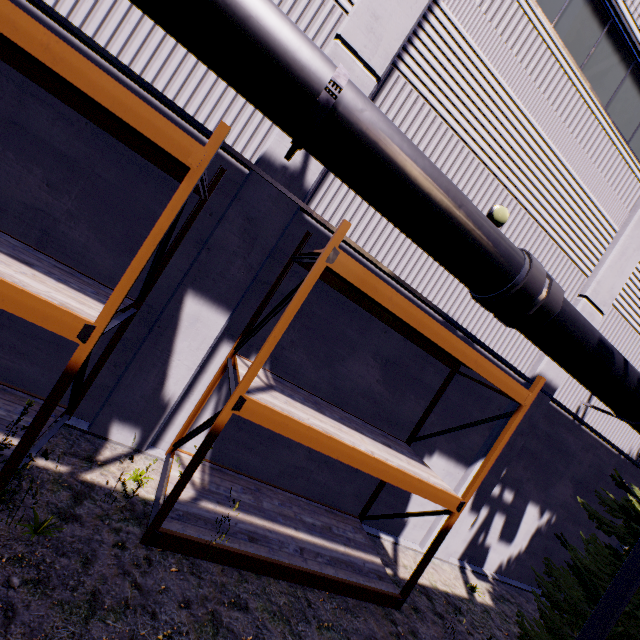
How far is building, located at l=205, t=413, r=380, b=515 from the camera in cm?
615

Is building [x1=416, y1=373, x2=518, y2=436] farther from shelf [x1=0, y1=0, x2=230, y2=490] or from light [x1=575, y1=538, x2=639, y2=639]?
light [x1=575, y1=538, x2=639, y2=639]

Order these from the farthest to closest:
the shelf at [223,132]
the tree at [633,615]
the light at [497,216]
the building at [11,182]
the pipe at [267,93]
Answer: the light at [497,216]
the tree at [633,615]
the building at [11,182]
the pipe at [267,93]
the shelf at [223,132]

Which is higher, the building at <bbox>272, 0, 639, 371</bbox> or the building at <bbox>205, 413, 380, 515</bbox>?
the building at <bbox>272, 0, 639, 371</bbox>

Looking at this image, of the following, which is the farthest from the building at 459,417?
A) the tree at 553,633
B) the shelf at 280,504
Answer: the tree at 553,633

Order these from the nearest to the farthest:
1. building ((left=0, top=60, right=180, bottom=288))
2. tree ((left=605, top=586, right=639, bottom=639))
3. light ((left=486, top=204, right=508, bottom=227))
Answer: building ((left=0, top=60, right=180, bottom=288)) < tree ((left=605, top=586, right=639, bottom=639)) < light ((left=486, top=204, right=508, bottom=227))

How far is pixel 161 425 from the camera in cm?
552

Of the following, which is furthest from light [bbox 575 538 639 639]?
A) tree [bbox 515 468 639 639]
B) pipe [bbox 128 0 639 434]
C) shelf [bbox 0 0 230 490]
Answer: shelf [bbox 0 0 230 490]
